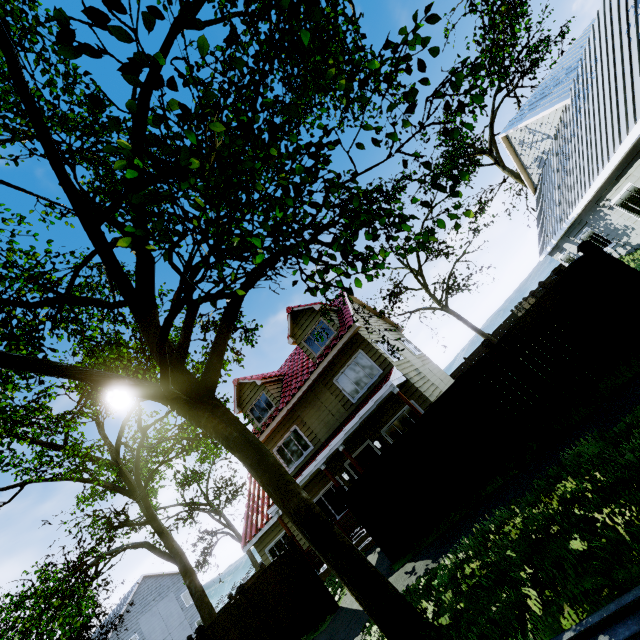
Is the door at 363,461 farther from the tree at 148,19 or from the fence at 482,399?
the fence at 482,399

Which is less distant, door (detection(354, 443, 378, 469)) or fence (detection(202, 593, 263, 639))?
fence (detection(202, 593, 263, 639))

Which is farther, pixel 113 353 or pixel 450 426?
pixel 113 353

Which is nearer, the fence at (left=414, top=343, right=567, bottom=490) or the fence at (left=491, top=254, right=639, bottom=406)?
the fence at (left=491, top=254, right=639, bottom=406)

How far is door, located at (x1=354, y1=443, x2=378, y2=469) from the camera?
13.8m

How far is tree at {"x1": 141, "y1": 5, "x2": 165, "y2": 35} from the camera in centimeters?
232cm

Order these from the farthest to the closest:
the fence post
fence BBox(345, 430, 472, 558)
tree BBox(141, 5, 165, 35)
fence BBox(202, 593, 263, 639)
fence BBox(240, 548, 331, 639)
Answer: fence BBox(202, 593, 263, 639)
fence BBox(240, 548, 331, 639)
fence BBox(345, 430, 472, 558)
the fence post
tree BBox(141, 5, 165, 35)

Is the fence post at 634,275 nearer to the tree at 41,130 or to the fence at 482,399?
the fence at 482,399
